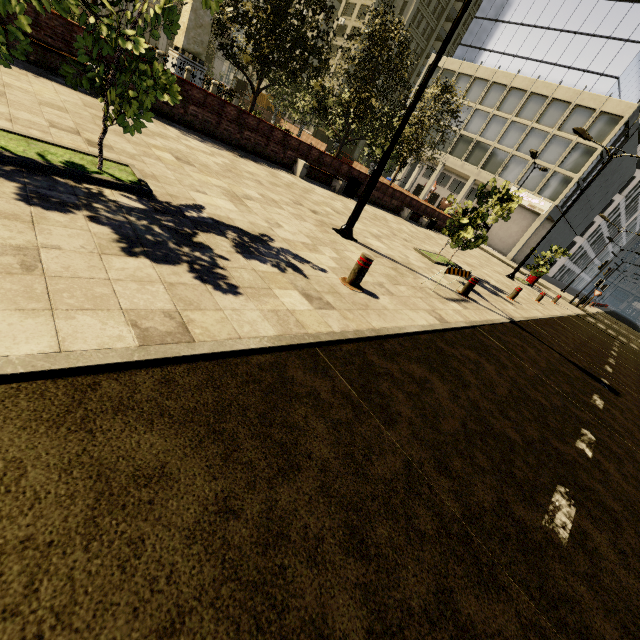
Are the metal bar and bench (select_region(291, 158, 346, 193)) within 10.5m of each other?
yes

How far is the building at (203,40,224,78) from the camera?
49.9 meters

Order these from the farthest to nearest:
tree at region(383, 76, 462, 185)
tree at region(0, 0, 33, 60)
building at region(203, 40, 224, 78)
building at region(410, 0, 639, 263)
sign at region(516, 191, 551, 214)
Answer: building at region(203, 40, 224, 78), sign at region(516, 191, 551, 214), building at region(410, 0, 639, 263), tree at region(383, 76, 462, 185), tree at region(0, 0, 33, 60)

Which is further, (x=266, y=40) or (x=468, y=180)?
(x=468, y=180)

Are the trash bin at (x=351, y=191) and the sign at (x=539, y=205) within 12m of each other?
no

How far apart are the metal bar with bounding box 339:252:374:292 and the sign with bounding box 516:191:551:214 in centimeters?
3946cm

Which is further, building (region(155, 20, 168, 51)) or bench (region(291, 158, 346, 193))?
building (region(155, 20, 168, 51))

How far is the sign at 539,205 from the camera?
34.91m
